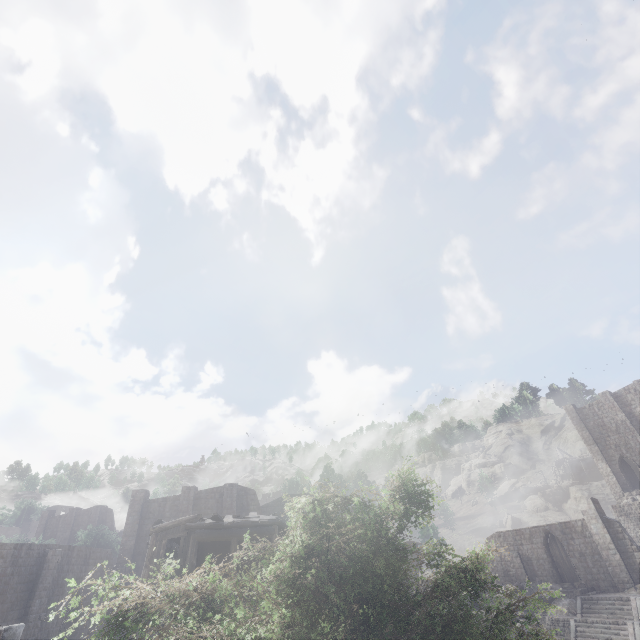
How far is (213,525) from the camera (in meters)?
18.25

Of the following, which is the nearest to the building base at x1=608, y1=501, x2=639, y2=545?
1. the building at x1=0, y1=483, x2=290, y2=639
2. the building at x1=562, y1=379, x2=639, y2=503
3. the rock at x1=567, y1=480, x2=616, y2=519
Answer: the building at x1=562, y1=379, x2=639, y2=503

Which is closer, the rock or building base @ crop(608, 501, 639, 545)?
building base @ crop(608, 501, 639, 545)

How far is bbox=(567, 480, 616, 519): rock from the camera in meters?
55.2 m

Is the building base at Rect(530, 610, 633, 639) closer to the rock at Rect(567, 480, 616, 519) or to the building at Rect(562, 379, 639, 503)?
the building at Rect(562, 379, 639, 503)

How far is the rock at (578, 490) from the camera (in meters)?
55.19

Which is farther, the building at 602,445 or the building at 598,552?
the building at 602,445

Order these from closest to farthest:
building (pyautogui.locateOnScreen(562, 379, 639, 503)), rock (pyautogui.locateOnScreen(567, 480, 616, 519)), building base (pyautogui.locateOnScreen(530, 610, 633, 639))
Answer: building base (pyautogui.locateOnScreen(530, 610, 633, 639)), building (pyautogui.locateOnScreen(562, 379, 639, 503)), rock (pyautogui.locateOnScreen(567, 480, 616, 519))
